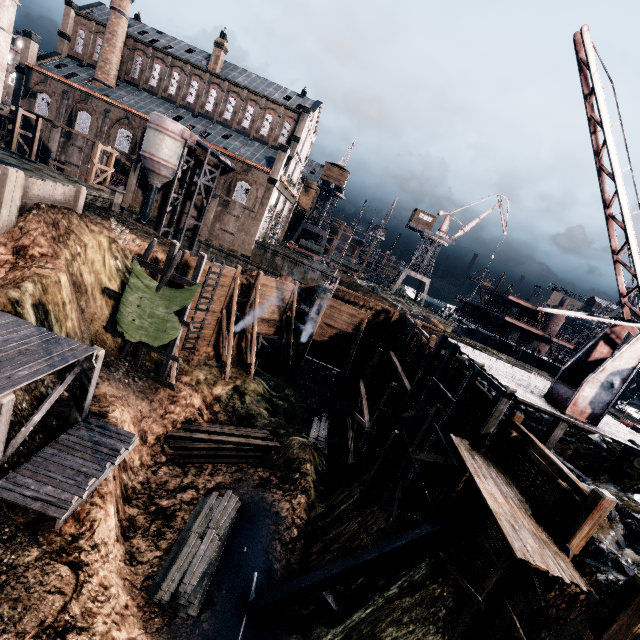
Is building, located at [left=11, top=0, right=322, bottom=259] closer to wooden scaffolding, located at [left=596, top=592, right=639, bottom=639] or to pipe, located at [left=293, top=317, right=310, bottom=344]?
pipe, located at [left=293, top=317, right=310, bottom=344]

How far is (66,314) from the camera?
18.73m

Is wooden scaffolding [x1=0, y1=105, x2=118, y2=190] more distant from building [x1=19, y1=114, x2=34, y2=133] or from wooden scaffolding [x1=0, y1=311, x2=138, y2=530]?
wooden scaffolding [x1=0, y1=311, x2=138, y2=530]

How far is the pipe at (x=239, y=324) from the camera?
28.9m

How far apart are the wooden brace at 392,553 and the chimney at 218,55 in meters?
58.2 m

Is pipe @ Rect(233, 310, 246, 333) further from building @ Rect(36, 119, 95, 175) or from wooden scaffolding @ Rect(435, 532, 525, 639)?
building @ Rect(36, 119, 95, 175)

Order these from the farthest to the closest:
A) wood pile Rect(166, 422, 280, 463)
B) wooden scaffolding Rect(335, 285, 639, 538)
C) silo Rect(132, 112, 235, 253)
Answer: silo Rect(132, 112, 235, 253) < wood pile Rect(166, 422, 280, 463) < wooden scaffolding Rect(335, 285, 639, 538)

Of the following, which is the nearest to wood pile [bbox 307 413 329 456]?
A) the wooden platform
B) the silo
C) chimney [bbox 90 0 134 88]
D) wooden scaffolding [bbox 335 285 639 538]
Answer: wooden scaffolding [bbox 335 285 639 538]
